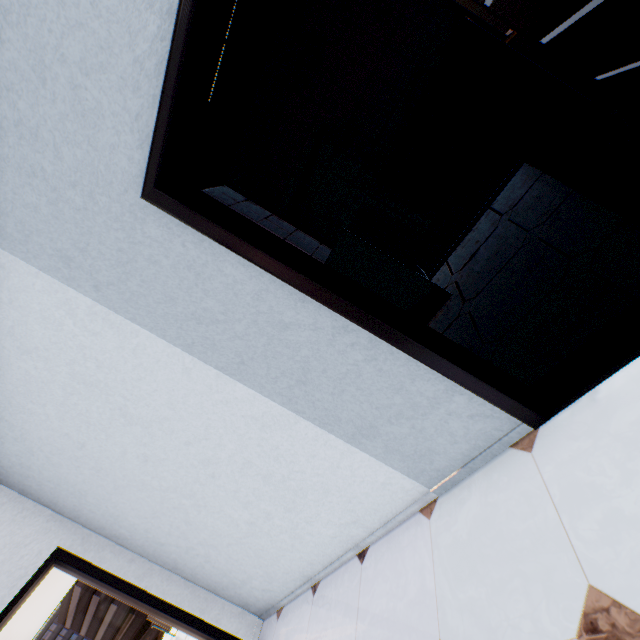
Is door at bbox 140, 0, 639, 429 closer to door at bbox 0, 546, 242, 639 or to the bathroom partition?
the bathroom partition

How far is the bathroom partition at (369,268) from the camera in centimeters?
301cm

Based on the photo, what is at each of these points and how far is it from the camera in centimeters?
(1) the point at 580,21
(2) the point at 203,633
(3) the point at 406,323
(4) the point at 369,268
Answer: (1) door, 147cm
(2) door, 304cm
(3) door, 157cm
(4) bathroom partition, 308cm

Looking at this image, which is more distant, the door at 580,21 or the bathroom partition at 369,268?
the bathroom partition at 369,268

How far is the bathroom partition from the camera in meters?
3.0

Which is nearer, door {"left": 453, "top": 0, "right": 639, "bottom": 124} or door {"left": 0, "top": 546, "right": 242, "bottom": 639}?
door {"left": 453, "top": 0, "right": 639, "bottom": 124}

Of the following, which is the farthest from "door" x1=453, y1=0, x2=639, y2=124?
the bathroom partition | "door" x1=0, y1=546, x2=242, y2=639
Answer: "door" x1=0, y1=546, x2=242, y2=639
